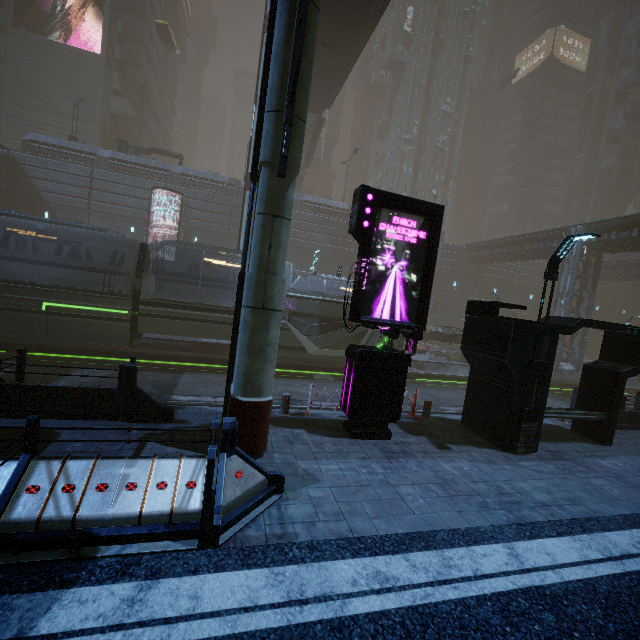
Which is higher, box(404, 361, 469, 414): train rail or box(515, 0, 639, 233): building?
box(515, 0, 639, 233): building

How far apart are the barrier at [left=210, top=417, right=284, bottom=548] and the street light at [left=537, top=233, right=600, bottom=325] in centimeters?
732cm

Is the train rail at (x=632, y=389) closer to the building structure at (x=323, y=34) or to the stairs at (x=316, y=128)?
the building structure at (x=323, y=34)

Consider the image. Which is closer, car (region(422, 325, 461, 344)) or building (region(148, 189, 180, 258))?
car (region(422, 325, 461, 344))

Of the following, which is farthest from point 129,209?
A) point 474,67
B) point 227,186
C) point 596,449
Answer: point 474,67

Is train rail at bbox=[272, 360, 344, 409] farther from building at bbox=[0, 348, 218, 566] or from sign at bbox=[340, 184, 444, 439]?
sign at bbox=[340, 184, 444, 439]

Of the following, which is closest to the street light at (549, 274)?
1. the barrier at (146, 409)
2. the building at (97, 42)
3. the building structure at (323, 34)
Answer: the building at (97, 42)

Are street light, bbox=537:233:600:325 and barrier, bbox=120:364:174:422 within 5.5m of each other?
no
